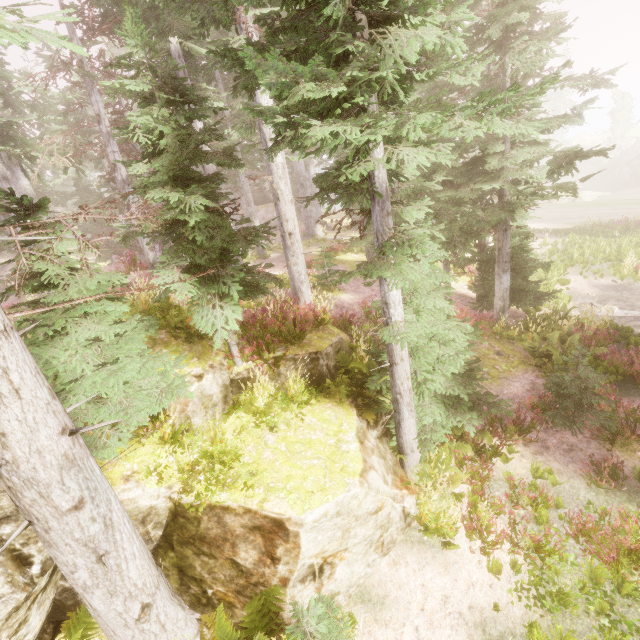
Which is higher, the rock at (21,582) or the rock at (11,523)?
the rock at (11,523)

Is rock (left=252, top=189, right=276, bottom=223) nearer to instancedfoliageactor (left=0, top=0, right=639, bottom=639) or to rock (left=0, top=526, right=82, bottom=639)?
instancedfoliageactor (left=0, top=0, right=639, bottom=639)

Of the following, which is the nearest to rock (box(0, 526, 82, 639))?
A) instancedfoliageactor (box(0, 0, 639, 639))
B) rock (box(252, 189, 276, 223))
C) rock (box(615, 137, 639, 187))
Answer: instancedfoliageactor (box(0, 0, 639, 639))

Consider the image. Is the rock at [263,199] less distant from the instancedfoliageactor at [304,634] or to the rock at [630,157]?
the instancedfoliageactor at [304,634]

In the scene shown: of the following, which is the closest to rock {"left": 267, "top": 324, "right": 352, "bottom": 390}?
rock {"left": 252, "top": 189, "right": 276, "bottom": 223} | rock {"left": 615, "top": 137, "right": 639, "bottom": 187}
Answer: rock {"left": 252, "top": 189, "right": 276, "bottom": 223}

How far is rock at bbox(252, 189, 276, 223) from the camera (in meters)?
37.82

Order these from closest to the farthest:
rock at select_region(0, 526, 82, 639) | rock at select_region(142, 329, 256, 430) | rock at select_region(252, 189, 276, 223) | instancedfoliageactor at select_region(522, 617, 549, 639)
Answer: rock at select_region(0, 526, 82, 639) < instancedfoliageactor at select_region(522, 617, 549, 639) < rock at select_region(142, 329, 256, 430) < rock at select_region(252, 189, 276, 223)

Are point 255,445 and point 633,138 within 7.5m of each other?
no
